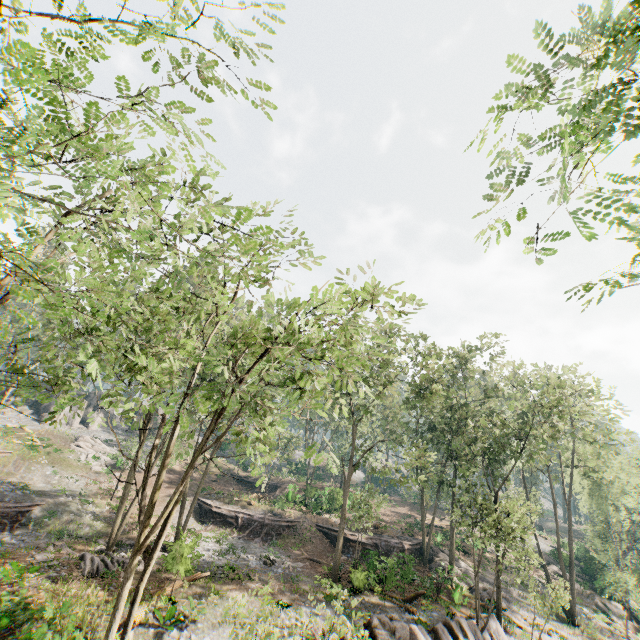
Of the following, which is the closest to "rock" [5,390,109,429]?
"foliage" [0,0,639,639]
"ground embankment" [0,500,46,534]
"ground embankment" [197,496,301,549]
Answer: "foliage" [0,0,639,639]

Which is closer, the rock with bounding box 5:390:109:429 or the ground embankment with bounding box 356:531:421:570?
the ground embankment with bounding box 356:531:421:570

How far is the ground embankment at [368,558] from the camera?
24.3 meters

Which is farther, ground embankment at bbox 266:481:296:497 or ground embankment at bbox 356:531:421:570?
ground embankment at bbox 266:481:296:497

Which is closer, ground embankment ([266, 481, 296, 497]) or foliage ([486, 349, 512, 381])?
foliage ([486, 349, 512, 381])

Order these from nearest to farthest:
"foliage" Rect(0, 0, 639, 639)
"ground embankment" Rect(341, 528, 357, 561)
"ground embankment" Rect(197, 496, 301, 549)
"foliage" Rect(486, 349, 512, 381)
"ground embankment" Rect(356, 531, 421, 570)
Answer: "foliage" Rect(0, 0, 639, 639), "ground embankment" Rect(356, 531, 421, 570), "ground embankment" Rect(341, 528, 357, 561), "ground embankment" Rect(197, 496, 301, 549), "foliage" Rect(486, 349, 512, 381)

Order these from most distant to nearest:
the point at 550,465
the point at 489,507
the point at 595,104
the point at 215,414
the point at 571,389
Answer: the point at 550,465, the point at 571,389, the point at 489,507, the point at 215,414, the point at 595,104

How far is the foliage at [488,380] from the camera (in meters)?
33.24
